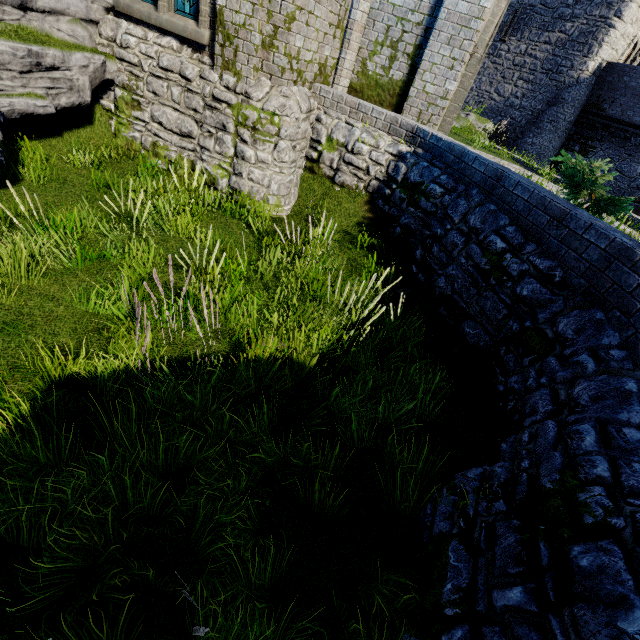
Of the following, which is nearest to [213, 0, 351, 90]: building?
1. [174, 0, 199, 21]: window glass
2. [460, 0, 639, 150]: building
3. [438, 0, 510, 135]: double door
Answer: [438, 0, 510, 135]: double door

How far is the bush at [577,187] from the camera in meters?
5.1

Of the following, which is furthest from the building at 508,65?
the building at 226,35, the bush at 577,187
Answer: Answer: the bush at 577,187

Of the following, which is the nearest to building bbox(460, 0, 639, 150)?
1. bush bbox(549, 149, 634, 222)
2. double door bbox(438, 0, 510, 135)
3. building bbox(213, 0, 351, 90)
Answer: building bbox(213, 0, 351, 90)

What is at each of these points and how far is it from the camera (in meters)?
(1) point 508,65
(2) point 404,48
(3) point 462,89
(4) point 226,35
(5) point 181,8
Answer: (1) building, 23.22
(2) building, 7.87
(3) double door, 8.77
(4) building, 6.32
(5) window glass, 6.68

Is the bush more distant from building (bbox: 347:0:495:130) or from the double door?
the double door

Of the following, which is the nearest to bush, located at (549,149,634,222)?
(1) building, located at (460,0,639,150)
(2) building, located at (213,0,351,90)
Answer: (2) building, located at (213,0,351,90)

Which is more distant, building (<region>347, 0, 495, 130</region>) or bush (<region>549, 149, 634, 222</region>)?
building (<region>347, 0, 495, 130</region>)
